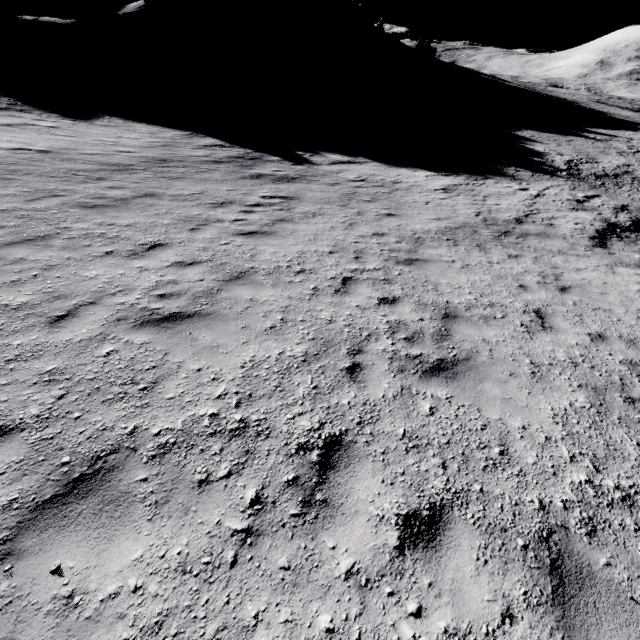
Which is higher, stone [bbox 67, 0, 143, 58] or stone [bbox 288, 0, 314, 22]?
stone [bbox 288, 0, 314, 22]

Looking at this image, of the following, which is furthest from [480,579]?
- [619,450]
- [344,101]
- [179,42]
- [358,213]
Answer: [179,42]

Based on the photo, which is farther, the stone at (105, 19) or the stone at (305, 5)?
the stone at (305, 5)

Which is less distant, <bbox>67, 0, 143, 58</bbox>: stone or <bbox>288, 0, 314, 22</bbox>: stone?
<bbox>67, 0, 143, 58</bbox>: stone

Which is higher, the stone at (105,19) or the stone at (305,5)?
the stone at (305,5)
